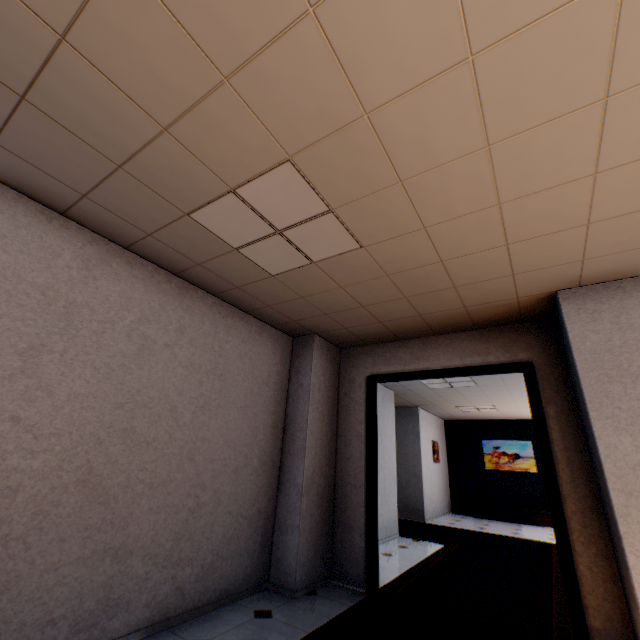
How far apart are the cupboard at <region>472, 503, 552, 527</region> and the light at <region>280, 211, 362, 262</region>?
10.8 meters

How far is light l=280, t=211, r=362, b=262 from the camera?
2.42m

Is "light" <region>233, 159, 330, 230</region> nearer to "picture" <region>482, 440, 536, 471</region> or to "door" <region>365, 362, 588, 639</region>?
"door" <region>365, 362, 588, 639</region>

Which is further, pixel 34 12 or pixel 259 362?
pixel 259 362

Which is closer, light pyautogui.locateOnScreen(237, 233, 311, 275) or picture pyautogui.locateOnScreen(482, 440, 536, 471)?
light pyautogui.locateOnScreen(237, 233, 311, 275)

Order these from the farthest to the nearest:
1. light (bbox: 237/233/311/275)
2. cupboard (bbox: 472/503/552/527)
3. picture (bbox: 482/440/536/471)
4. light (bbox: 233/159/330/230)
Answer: picture (bbox: 482/440/536/471) → cupboard (bbox: 472/503/552/527) → light (bbox: 237/233/311/275) → light (bbox: 233/159/330/230)

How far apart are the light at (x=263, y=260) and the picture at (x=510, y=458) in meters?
10.9 m

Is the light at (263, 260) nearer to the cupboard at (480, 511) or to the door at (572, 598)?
the door at (572, 598)
